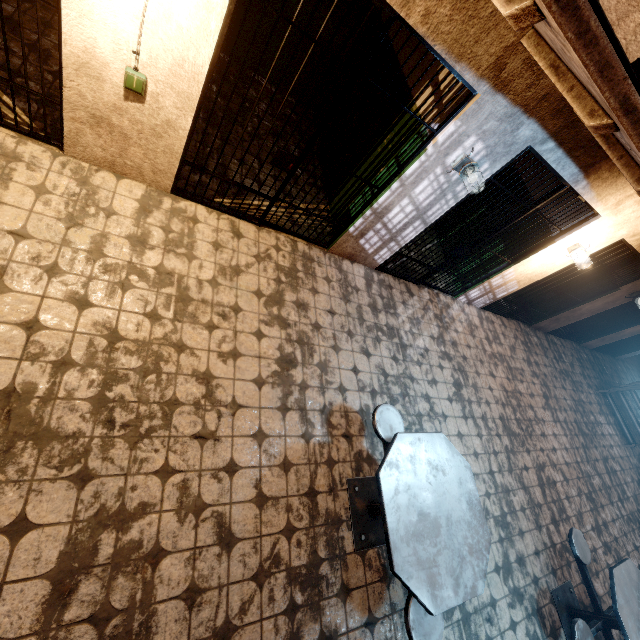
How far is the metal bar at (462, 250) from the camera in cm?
374

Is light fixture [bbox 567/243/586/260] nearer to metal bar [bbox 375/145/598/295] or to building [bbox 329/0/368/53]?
metal bar [bbox 375/145/598/295]

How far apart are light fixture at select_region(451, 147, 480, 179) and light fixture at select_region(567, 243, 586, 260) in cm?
269

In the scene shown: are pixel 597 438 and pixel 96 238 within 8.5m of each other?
no

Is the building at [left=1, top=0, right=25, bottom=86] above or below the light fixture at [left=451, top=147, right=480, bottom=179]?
below

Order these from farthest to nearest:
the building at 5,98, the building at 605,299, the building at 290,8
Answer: the building at 605,299, the building at 290,8, the building at 5,98

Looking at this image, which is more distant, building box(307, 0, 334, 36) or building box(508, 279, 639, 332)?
building box(508, 279, 639, 332)

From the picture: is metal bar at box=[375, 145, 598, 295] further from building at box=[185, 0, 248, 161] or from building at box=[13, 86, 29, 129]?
building at box=[13, 86, 29, 129]
